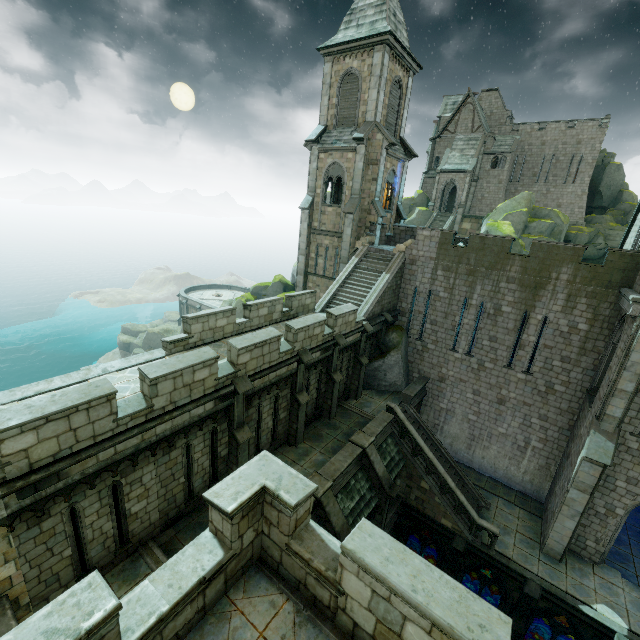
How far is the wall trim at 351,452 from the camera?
13.1 meters

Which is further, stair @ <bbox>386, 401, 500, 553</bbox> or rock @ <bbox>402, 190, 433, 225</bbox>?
rock @ <bbox>402, 190, 433, 225</bbox>

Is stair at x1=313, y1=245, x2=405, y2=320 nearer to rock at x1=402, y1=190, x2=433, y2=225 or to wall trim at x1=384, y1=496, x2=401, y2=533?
rock at x1=402, y1=190, x2=433, y2=225

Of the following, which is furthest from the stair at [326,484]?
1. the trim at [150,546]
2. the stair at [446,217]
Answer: the stair at [446,217]

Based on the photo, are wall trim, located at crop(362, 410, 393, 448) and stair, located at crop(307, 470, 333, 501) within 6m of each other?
yes

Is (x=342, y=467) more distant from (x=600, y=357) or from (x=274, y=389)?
(x=600, y=357)

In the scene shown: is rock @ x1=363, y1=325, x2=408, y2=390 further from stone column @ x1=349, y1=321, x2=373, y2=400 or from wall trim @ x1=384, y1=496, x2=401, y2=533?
wall trim @ x1=384, y1=496, x2=401, y2=533

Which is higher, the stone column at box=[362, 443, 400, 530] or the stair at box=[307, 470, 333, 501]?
the stair at box=[307, 470, 333, 501]
